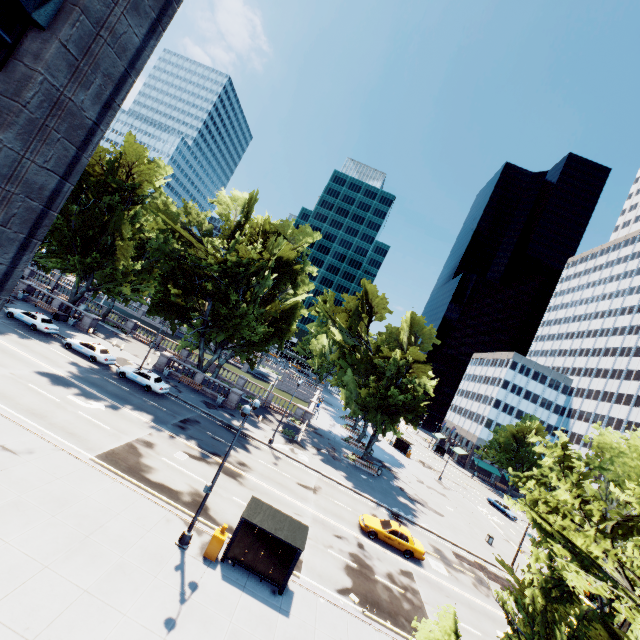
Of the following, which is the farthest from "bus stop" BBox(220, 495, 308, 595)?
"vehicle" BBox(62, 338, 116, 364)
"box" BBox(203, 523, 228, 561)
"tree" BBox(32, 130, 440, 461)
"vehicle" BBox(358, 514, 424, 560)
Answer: "vehicle" BBox(62, 338, 116, 364)

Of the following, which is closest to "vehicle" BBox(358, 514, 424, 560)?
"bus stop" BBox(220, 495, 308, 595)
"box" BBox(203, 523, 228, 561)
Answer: "bus stop" BBox(220, 495, 308, 595)

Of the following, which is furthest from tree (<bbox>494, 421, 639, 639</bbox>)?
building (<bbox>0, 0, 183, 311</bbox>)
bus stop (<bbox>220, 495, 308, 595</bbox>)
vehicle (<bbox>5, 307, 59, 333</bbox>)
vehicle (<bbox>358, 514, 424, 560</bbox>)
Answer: vehicle (<bbox>358, 514, 424, 560</bbox>)

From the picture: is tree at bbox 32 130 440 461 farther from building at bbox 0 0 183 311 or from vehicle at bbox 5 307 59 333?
building at bbox 0 0 183 311

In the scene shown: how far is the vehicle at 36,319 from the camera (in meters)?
32.62

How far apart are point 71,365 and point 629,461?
36.89m

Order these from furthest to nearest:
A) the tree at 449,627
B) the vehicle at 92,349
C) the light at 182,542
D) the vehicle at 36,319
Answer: the vehicle at 36,319
the vehicle at 92,349
the light at 182,542
the tree at 449,627

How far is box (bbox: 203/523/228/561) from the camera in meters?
14.9
